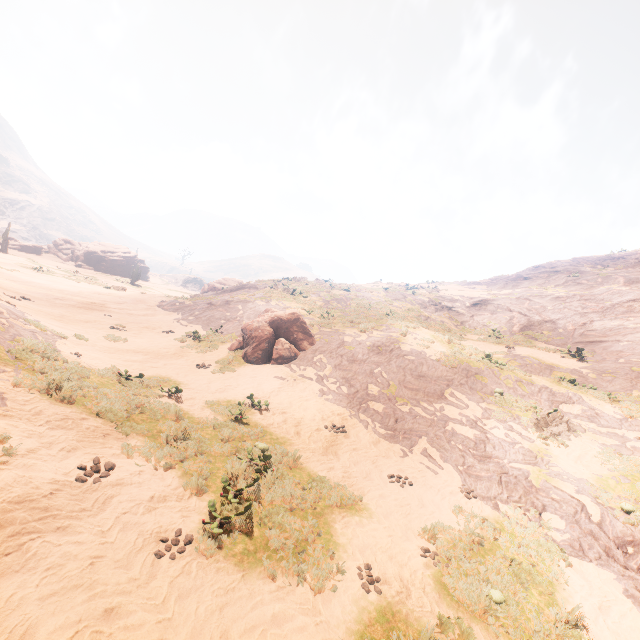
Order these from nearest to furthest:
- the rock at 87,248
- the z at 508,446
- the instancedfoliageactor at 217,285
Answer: the z at 508,446 < the instancedfoliageactor at 217,285 < the rock at 87,248

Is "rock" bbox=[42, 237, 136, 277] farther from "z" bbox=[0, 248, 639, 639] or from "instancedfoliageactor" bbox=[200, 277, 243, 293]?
"z" bbox=[0, 248, 639, 639]

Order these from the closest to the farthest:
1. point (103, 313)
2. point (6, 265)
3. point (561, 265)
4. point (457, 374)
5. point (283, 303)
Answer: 1. point (457, 374)
2. point (103, 313)
3. point (283, 303)
4. point (6, 265)
5. point (561, 265)

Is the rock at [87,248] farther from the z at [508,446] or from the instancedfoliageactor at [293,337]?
the instancedfoliageactor at [293,337]

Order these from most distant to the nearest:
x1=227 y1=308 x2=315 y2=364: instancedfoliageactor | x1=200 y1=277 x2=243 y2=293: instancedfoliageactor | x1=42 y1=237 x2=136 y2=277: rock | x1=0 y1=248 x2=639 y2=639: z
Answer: x1=42 y1=237 x2=136 y2=277: rock < x1=200 y1=277 x2=243 y2=293: instancedfoliageactor < x1=227 y1=308 x2=315 y2=364: instancedfoliageactor < x1=0 y1=248 x2=639 y2=639: z

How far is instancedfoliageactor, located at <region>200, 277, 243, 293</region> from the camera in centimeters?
4345cm

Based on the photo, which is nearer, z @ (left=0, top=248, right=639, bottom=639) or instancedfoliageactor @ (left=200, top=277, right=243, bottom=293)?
z @ (left=0, top=248, right=639, bottom=639)

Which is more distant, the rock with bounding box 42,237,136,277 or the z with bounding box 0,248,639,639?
the rock with bounding box 42,237,136,277
